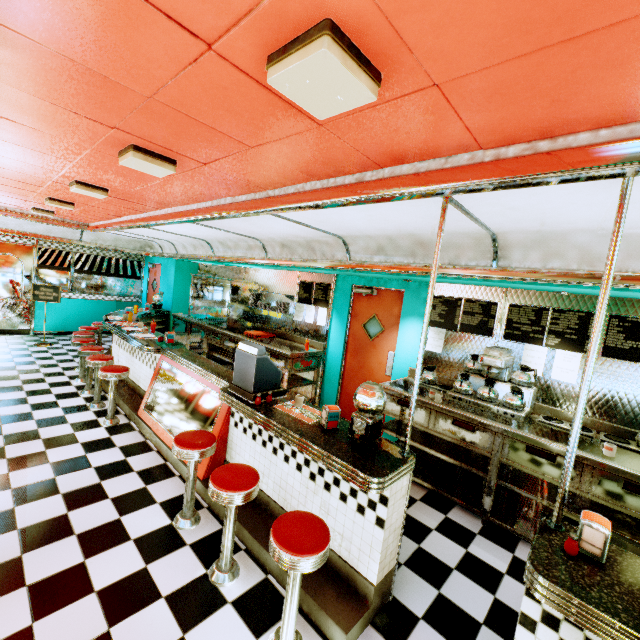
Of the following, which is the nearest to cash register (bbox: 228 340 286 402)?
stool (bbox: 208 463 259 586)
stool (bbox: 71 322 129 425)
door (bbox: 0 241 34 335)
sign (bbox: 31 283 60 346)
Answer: stool (bbox: 208 463 259 586)

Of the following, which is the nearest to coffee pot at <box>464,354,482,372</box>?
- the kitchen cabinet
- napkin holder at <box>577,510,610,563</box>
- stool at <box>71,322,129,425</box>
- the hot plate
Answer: the hot plate

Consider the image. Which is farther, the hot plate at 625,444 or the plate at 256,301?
the plate at 256,301

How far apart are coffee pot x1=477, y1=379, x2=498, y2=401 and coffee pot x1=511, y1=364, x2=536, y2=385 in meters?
0.2 m

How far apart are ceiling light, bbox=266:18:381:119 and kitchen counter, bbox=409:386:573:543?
3.38m

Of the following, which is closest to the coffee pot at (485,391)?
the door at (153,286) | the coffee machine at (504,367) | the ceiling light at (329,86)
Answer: the coffee machine at (504,367)

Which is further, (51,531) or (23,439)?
(23,439)

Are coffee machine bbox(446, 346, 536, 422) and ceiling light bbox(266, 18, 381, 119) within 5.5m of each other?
yes
